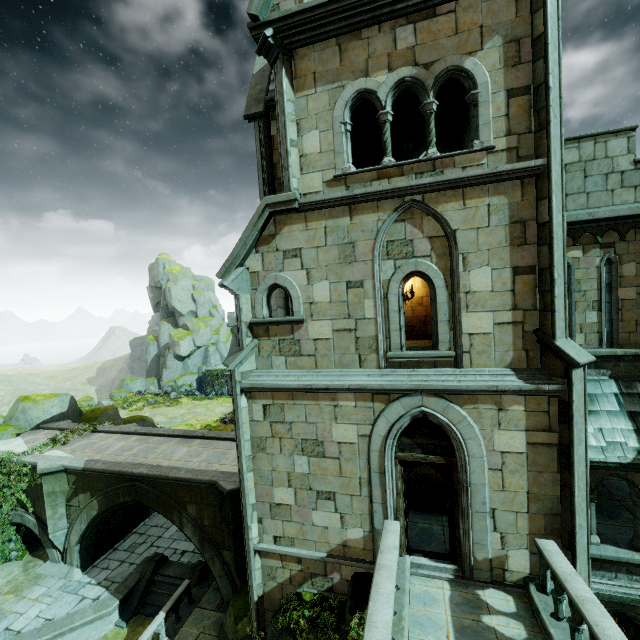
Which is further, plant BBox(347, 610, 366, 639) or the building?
the building

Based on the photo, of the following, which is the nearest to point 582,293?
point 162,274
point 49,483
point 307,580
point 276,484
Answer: point 276,484

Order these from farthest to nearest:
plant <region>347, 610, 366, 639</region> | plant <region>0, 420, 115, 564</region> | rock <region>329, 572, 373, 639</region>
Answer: plant <region>0, 420, 115, 564</region> < rock <region>329, 572, 373, 639</region> < plant <region>347, 610, 366, 639</region>

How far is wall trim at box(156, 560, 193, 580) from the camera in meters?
13.8

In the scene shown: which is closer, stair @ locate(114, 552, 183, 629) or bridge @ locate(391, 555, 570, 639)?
bridge @ locate(391, 555, 570, 639)

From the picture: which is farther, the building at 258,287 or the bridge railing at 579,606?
the building at 258,287

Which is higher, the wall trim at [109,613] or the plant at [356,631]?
the plant at [356,631]

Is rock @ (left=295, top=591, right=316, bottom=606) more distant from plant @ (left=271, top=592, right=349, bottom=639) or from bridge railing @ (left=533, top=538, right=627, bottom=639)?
bridge railing @ (left=533, top=538, right=627, bottom=639)
